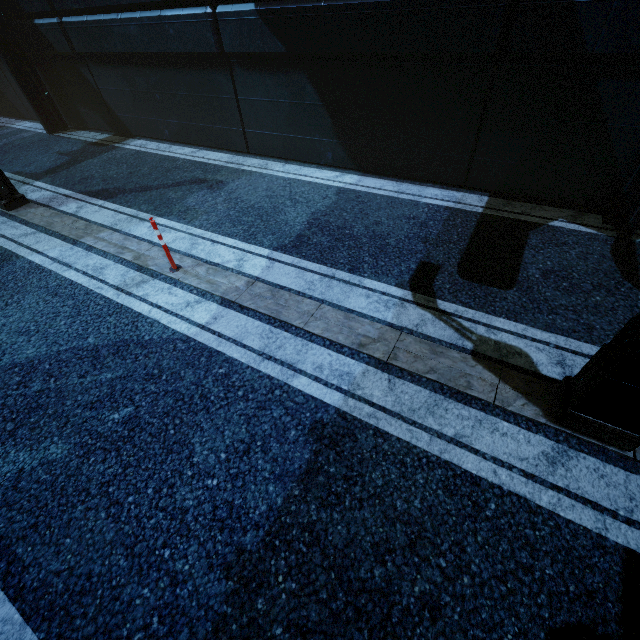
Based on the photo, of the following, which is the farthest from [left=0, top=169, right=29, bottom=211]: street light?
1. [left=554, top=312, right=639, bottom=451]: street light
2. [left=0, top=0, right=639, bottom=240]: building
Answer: [left=554, top=312, right=639, bottom=451]: street light

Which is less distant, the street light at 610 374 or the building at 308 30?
the street light at 610 374

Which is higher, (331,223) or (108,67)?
(108,67)

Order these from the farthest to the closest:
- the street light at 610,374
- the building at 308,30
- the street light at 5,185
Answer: the street light at 5,185
the building at 308,30
the street light at 610,374

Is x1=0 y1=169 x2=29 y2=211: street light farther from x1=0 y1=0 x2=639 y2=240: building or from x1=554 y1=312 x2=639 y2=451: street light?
x1=554 y1=312 x2=639 y2=451: street light

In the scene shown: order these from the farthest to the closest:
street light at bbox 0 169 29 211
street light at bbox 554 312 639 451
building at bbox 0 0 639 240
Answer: street light at bbox 0 169 29 211
building at bbox 0 0 639 240
street light at bbox 554 312 639 451
